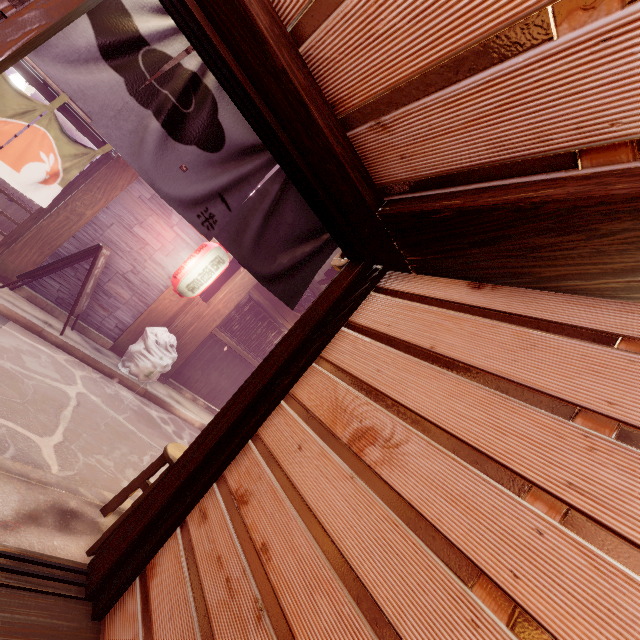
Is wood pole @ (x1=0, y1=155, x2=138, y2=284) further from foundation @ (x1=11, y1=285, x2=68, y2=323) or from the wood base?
the wood base

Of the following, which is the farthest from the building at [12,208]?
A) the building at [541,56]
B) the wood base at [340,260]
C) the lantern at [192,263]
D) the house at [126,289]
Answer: the building at [541,56]

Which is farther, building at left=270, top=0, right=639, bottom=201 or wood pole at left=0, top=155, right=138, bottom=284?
wood pole at left=0, top=155, right=138, bottom=284

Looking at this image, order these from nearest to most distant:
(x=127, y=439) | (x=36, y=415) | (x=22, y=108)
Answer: (x=36, y=415) → (x=127, y=439) → (x=22, y=108)

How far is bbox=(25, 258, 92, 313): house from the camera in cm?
996

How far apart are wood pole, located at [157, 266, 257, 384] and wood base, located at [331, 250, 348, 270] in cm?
828

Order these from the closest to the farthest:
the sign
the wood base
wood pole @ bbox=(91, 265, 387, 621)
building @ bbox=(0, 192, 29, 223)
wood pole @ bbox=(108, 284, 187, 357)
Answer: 1. wood pole @ bbox=(91, 265, 387, 621)
2. the wood base
3. the sign
4. wood pole @ bbox=(108, 284, 187, 357)
5. building @ bbox=(0, 192, 29, 223)

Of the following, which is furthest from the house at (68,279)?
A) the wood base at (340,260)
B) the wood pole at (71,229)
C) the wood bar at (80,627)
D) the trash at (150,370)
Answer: the wood bar at (80,627)
